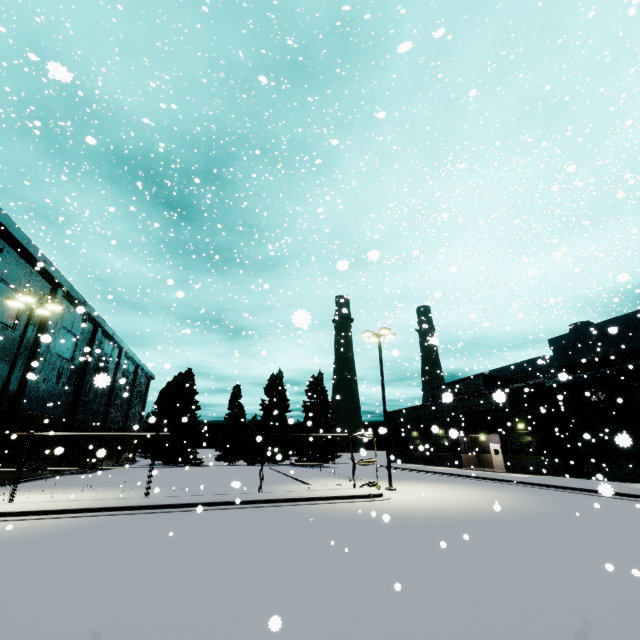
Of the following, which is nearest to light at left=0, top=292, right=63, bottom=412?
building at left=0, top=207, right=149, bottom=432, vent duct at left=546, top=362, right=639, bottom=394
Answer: building at left=0, top=207, right=149, bottom=432

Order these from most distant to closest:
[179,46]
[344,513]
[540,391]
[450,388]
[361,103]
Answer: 1. [450,388]
2. [179,46]
3. [361,103]
4. [540,391]
5. [344,513]

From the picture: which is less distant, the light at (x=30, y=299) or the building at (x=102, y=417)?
the light at (x=30, y=299)

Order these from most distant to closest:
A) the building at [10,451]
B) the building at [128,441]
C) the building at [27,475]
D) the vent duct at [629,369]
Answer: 1. the building at [128,441]
2. the building at [27,475]
3. the building at [10,451]
4. the vent duct at [629,369]

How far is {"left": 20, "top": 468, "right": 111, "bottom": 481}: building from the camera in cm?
2591

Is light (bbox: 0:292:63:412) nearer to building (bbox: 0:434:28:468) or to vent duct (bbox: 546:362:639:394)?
building (bbox: 0:434:28:468)

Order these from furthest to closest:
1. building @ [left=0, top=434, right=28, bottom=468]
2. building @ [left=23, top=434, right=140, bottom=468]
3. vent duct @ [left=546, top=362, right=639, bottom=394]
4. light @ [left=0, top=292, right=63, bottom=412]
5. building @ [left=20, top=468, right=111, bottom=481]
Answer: building @ [left=23, top=434, right=140, bottom=468] < building @ [left=20, top=468, right=111, bottom=481] < building @ [left=0, top=434, right=28, bottom=468] < vent duct @ [left=546, top=362, right=639, bottom=394] < light @ [left=0, top=292, right=63, bottom=412]
